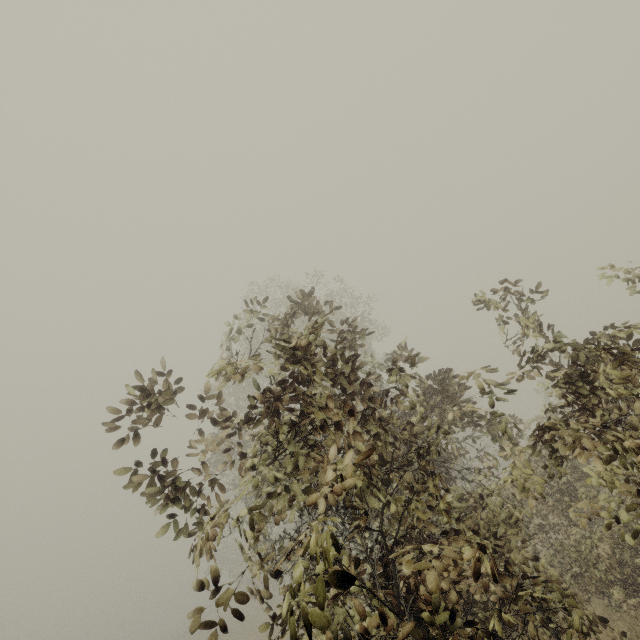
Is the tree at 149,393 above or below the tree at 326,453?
above

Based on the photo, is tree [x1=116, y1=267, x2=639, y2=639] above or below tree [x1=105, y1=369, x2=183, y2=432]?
below

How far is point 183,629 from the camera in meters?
40.5

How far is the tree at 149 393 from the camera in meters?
3.2 m

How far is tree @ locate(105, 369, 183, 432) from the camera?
3.2 meters
